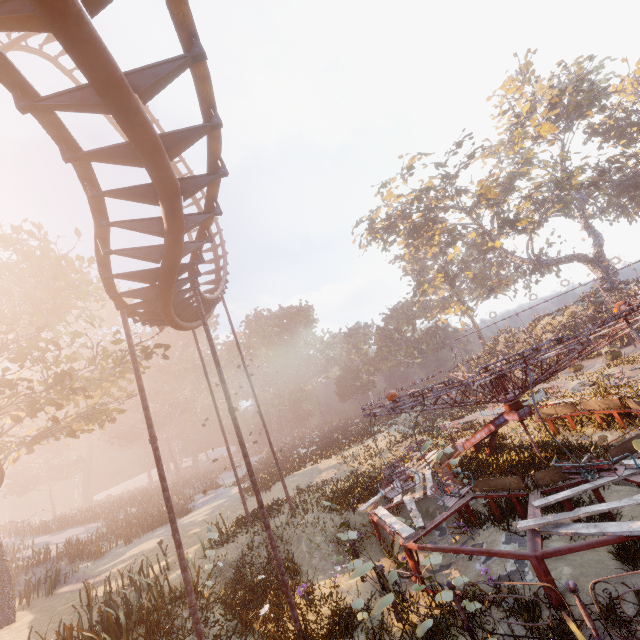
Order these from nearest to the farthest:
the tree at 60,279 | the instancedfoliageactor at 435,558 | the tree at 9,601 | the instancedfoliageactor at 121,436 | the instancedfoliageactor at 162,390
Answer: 1. the instancedfoliageactor at 435,558
2. the tree at 9,601
3. the tree at 60,279
4. the instancedfoliageactor at 162,390
5. the instancedfoliageactor at 121,436

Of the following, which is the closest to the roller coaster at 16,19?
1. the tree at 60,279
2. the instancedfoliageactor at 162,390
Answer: the tree at 60,279

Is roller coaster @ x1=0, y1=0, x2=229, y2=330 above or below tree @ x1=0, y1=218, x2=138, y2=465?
below

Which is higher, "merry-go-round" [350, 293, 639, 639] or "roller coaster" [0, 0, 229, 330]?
"roller coaster" [0, 0, 229, 330]

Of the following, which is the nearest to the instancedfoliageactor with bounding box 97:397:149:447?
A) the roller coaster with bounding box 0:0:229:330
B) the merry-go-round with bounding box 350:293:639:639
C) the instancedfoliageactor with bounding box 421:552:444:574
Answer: the merry-go-round with bounding box 350:293:639:639

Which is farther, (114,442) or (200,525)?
(114,442)

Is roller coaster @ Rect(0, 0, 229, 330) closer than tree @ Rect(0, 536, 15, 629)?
Yes

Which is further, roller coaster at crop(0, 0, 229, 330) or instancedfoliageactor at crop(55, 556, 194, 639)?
instancedfoliageactor at crop(55, 556, 194, 639)
